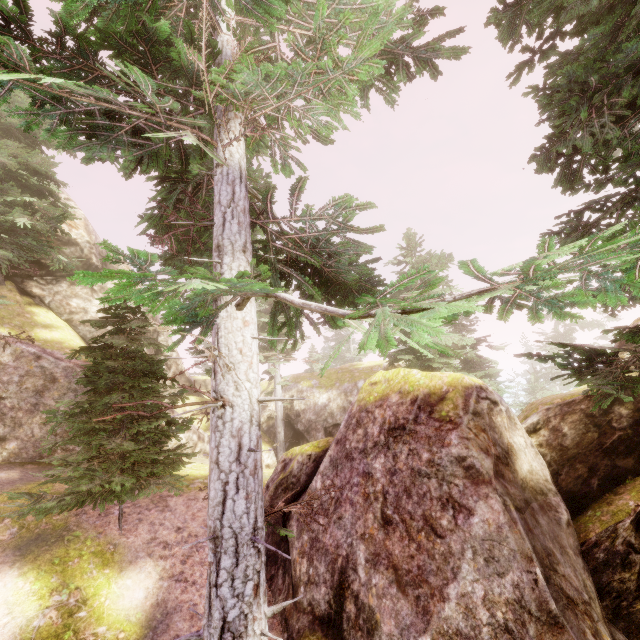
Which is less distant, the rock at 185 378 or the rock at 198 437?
the rock at 198 437

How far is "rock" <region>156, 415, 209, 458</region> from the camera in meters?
15.6

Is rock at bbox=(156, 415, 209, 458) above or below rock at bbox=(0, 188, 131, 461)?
below

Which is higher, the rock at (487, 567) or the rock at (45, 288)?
the rock at (45, 288)

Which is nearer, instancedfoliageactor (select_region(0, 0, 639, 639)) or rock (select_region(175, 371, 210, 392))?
instancedfoliageactor (select_region(0, 0, 639, 639))

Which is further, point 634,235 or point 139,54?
point 139,54

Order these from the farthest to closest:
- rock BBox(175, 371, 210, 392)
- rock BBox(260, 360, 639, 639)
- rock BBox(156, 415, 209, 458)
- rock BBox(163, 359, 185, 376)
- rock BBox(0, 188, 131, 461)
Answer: rock BBox(175, 371, 210, 392) < rock BBox(163, 359, 185, 376) < rock BBox(156, 415, 209, 458) < rock BBox(0, 188, 131, 461) < rock BBox(260, 360, 639, 639)
